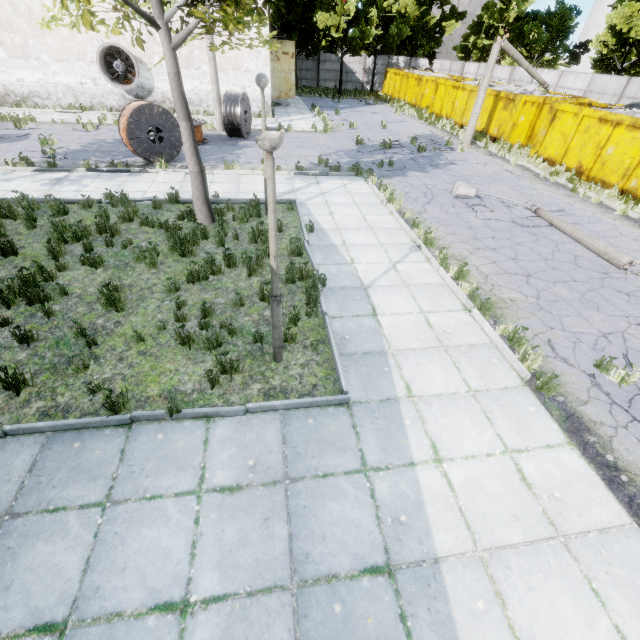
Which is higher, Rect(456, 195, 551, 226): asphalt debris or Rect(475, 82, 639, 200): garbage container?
Rect(475, 82, 639, 200): garbage container

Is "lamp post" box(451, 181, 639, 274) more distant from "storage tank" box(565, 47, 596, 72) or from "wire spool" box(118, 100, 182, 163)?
Result: "storage tank" box(565, 47, 596, 72)

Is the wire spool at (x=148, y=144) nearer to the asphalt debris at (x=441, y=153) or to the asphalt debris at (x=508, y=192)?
the asphalt debris at (x=441, y=153)

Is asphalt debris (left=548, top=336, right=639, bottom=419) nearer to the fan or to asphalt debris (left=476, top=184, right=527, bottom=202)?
asphalt debris (left=476, top=184, right=527, bottom=202)

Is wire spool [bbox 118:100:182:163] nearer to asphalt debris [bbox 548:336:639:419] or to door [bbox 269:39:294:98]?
asphalt debris [bbox 548:336:639:419]

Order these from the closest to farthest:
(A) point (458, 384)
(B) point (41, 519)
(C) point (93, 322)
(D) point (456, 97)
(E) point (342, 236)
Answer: (B) point (41, 519)
(A) point (458, 384)
(C) point (93, 322)
(E) point (342, 236)
(D) point (456, 97)

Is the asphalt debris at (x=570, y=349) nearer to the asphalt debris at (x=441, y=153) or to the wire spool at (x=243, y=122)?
the asphalt debris at (x=441, y=153)

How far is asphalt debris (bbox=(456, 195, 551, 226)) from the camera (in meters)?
10.50
